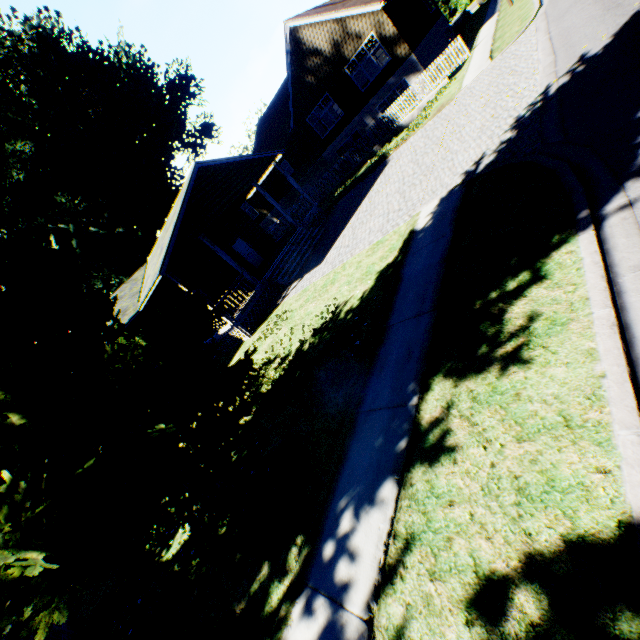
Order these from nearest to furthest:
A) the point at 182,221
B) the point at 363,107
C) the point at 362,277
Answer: the point at 362,277, the point at 182,221, the point at 363,107

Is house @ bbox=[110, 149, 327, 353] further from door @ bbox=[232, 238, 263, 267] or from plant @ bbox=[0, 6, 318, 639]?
plant @ bbox=[0, 6, 318, 639]

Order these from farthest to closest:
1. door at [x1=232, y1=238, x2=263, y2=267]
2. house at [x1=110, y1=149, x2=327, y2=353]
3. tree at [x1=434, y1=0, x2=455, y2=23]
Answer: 1. tree at [x1=434, y1=0, x2=455, y2=23]
2. door at [x1=232, y1=238, x2=263, y2=267]
3. house at [x1=110, y1=149, x2=327, y2=353]

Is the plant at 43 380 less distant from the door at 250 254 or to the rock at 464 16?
the door at 250 254

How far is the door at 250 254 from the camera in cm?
2159

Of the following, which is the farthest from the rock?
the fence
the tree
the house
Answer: the fence

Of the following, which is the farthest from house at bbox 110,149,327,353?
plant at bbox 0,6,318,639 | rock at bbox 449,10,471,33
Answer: rock at bbox 449,10,471,33

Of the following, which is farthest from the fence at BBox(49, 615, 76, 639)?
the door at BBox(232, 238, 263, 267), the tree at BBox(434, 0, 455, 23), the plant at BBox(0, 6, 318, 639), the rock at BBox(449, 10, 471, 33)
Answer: the tree at BBox(434, 0, 455, 23)
